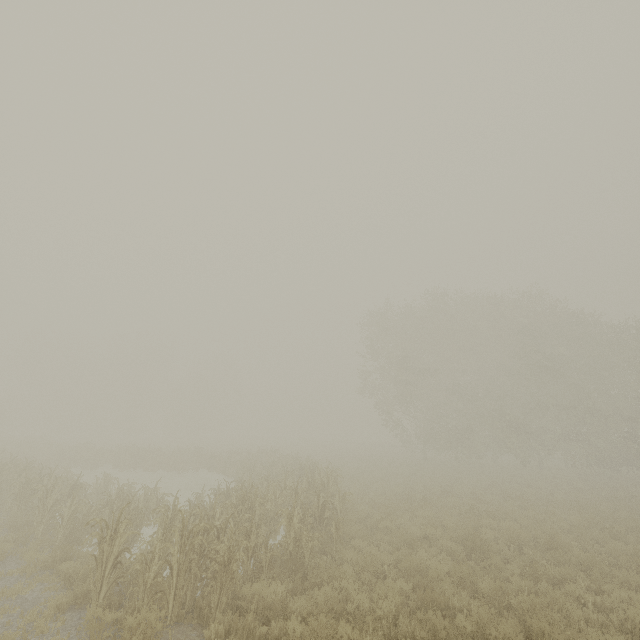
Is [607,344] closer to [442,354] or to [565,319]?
[565,319]
